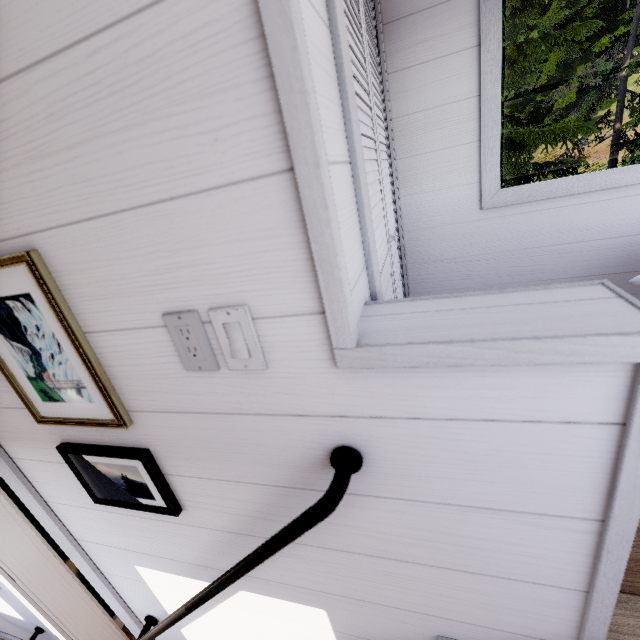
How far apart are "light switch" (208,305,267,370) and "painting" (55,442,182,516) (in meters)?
Result: 0.45

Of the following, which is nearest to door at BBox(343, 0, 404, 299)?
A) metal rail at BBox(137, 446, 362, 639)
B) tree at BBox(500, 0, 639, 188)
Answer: metal rail at BBox(137, 446, 362, 639)

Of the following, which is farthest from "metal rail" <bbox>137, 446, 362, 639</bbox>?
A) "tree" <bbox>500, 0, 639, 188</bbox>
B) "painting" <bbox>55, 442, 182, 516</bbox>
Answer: "tree" <bbox>500, 0, 639, 188</bbox>

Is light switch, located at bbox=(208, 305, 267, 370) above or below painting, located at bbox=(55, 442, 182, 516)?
above

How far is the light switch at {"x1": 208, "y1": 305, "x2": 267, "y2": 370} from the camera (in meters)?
0.57

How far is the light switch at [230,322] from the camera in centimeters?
57cm

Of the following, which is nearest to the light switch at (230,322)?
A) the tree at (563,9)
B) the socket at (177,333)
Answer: the socket at (177,333)

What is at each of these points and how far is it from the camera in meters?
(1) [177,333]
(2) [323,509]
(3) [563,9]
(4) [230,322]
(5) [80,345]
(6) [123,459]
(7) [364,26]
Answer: (1) socket, 0.6 m
(2) metal rail, 0.6 m
(3) tree, 25.6 m
(4) light switch, 0.6 m
(5) painting, 0.7 m
(6) painting, 0.9 m
(7) door, 1.1 m
